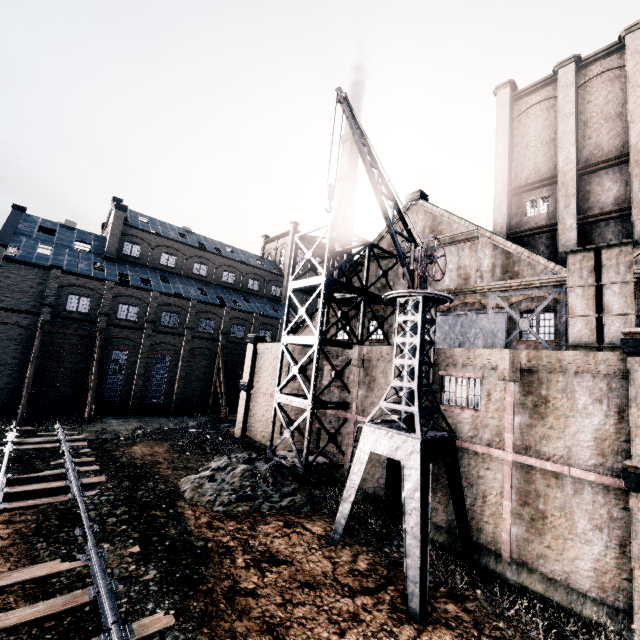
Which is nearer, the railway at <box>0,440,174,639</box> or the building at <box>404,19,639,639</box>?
the railway at <box>0,440,174,639</box>

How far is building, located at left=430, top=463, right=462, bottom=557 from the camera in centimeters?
1476cm

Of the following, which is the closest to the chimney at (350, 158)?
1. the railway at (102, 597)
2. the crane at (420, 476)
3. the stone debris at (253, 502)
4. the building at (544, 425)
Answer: the building at (544, 425)

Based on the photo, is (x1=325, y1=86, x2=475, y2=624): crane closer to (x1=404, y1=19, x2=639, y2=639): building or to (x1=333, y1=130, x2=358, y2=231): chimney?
(x1=404, y1=19, x2=639, y2=639): building

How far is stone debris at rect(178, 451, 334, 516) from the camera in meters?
15.7 m

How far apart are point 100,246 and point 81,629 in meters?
42.6 m

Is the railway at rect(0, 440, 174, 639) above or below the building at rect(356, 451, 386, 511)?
below

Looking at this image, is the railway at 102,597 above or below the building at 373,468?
below
